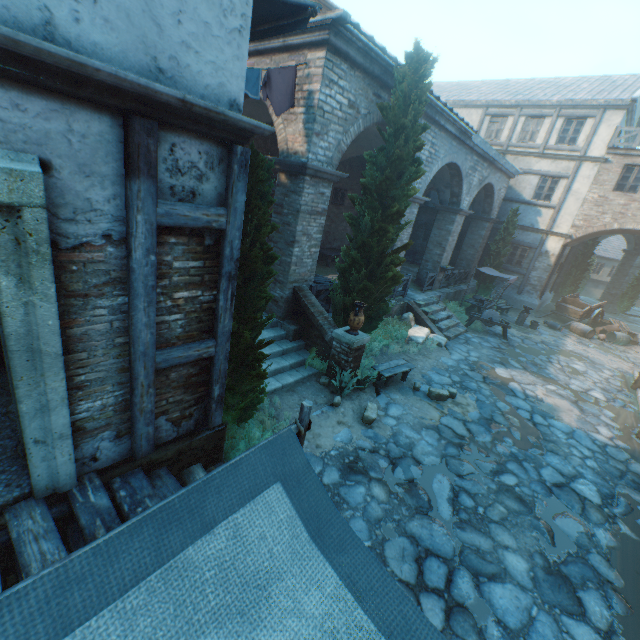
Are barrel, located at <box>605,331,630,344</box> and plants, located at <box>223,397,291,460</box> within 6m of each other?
no

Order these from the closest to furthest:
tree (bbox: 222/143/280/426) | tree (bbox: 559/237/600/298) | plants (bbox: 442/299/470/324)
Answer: tree (bbox: 222/143/280/426)
plants (bbox: 442/299/470/324)
tree (bbox: 559/237/600/298)

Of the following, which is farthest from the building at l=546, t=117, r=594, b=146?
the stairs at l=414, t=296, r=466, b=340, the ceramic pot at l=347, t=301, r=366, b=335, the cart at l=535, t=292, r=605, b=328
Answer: the cart at l=535, t=292, r=605, b=328

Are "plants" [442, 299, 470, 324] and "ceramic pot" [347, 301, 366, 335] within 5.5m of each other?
no

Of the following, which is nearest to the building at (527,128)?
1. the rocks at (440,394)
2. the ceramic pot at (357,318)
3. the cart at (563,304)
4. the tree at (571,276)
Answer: the ceramic pot at (357,318)

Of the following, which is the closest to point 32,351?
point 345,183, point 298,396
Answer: point 298,396

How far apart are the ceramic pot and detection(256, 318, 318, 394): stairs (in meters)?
1.36

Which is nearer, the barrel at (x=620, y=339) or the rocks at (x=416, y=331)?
the rocks at (x=416, y=331)
